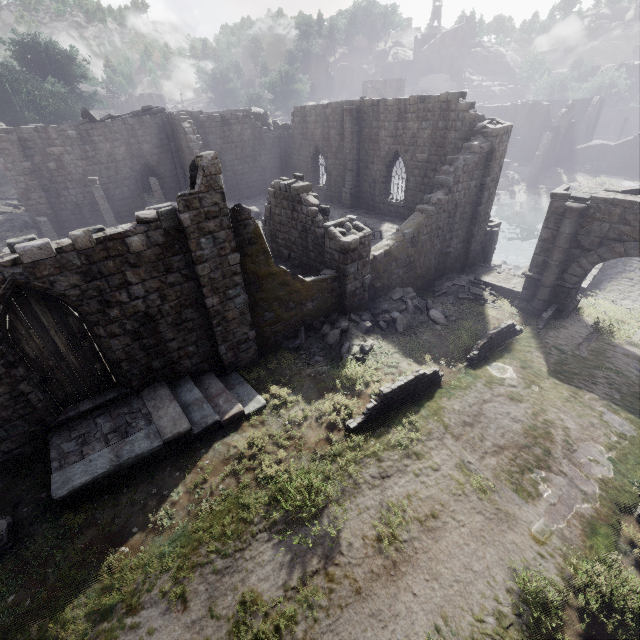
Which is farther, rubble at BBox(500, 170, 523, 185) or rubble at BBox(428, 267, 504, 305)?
rubble at BBox(500, 170, 523, 185)

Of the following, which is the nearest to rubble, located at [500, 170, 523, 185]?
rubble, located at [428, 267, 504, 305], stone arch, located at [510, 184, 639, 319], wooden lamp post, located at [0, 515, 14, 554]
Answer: stone arch, located at [510, 184, 639, 319]

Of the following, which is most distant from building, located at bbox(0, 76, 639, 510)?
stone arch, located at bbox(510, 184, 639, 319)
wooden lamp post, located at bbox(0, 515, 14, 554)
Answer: stone arch, located at bbox(510, 184, 639, 319)

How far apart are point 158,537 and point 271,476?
2.7 meters

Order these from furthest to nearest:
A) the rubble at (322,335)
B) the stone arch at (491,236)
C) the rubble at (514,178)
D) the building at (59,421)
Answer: the rubble at (514,178)
the stone arch at (491,236)
the rubble at (322,335)
the building at (59,421)

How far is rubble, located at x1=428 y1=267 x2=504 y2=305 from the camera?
16.5m

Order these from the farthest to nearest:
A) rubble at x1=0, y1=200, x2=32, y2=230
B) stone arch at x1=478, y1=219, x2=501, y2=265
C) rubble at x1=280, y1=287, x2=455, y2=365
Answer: rubble at x1=0, y1=200, x2=32, y2=230, stone arch at x1=478, y1=219, x2=501, y2=265, rubble at x1=280, y1=287, x2=455, y2=365

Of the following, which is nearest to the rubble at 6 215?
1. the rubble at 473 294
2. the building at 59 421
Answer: the building at 59 421
